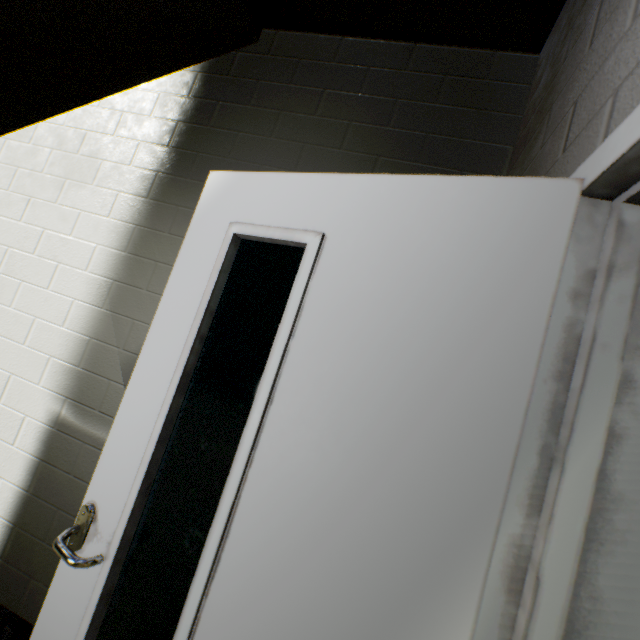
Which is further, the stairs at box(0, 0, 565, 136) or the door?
the stairs at box(0, 0, 565, 136)

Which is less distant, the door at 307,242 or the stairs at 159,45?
the door at 307,242

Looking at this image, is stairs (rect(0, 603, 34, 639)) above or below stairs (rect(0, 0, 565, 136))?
below

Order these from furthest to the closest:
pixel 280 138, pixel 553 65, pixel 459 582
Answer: pixel 280 138 < pixel 553 65 < pixel 459 582

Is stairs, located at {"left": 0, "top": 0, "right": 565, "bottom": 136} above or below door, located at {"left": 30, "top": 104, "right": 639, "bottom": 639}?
above
